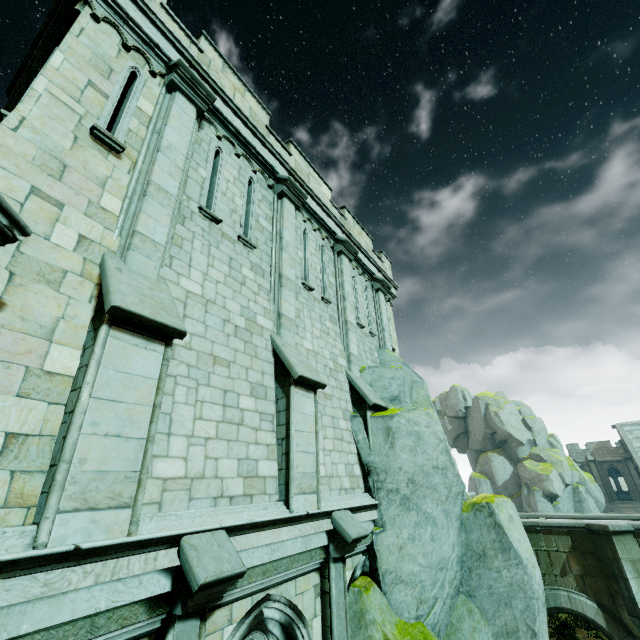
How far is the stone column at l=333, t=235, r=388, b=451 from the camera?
8.6 meters

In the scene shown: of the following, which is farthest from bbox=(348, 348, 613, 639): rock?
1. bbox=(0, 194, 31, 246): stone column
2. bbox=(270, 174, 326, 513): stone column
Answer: bbox=(0, 194, 31, 246): stone column

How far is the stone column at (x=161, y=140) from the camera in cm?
306

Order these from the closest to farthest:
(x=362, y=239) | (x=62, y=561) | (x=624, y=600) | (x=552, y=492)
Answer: (x=62, y=561), (x=624, y=600), (x=362, y=239), (x=552, y=492)

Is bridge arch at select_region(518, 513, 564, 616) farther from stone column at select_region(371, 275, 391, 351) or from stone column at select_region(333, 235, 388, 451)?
stone column at select_region(333, 235, 388, 451)

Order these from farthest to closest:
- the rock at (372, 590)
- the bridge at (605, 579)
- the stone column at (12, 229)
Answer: the bridge at (605, 579) → the rock at (372, 590) → the stone column at (12, 229)

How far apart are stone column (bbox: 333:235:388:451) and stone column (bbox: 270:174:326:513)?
2.0m

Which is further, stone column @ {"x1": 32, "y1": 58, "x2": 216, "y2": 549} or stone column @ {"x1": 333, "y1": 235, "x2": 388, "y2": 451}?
stone column @ {"x1": 333, "y1": 235, "x2": 388, "y2": 451}
